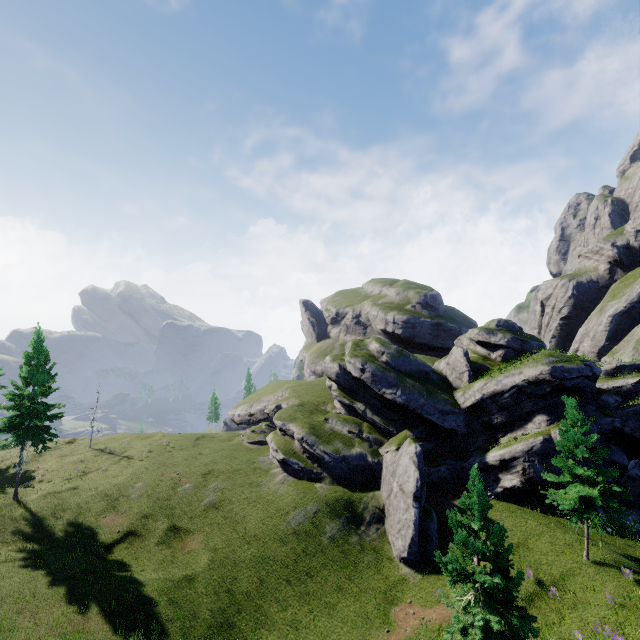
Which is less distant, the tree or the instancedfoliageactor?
the instancedfoliageactor

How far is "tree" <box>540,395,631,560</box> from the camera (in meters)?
20.17

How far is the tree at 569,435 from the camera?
20.2m

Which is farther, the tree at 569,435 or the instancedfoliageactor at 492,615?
the tree at 569,435

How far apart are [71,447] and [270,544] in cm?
3521
